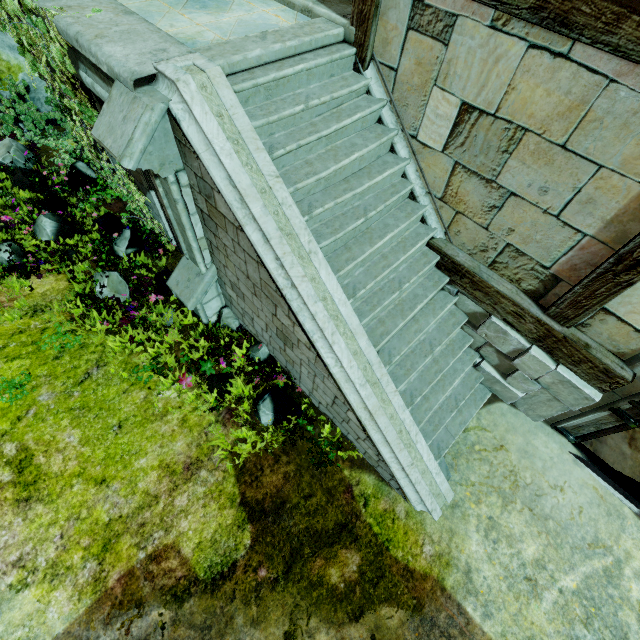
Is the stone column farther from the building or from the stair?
the building

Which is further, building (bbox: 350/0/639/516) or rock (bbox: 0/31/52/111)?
rock (bbox: 0/31/52/111)

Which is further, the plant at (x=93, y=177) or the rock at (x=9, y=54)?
the rock at (x=9, y=54)

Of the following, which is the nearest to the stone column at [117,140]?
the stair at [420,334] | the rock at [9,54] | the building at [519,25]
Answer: the stair at [420,334]

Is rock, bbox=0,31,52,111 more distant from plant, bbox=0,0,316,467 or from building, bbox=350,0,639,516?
building, bbox=350,0,639,516

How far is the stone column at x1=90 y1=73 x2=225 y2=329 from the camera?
3.0m

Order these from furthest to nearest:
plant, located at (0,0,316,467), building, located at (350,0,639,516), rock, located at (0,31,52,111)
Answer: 1. rock, located at (0,31,52,111)
2. plant, located at (0,0,316,467)
3. building, located at (350,0,639,516)

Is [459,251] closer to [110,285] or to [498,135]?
[498,135]
